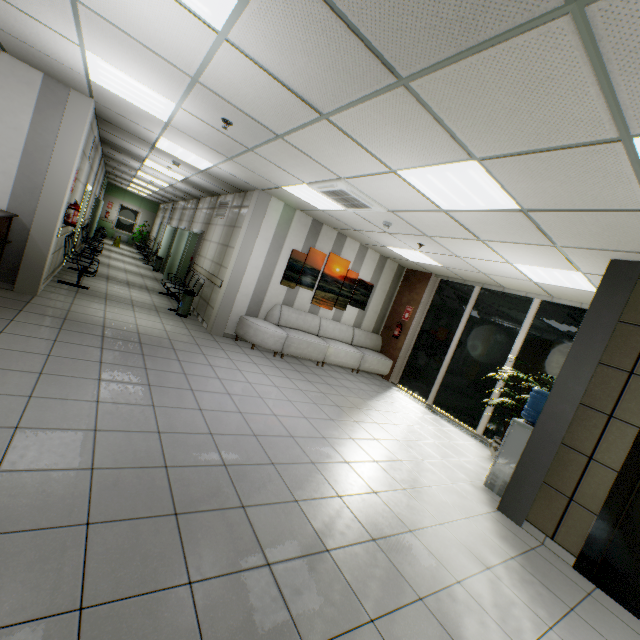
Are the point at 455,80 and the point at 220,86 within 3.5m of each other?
yes

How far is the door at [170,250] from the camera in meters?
11.1 m

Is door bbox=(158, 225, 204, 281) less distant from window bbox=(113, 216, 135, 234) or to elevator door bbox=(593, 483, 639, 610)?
window bbox=(113, 216, 135, 234)

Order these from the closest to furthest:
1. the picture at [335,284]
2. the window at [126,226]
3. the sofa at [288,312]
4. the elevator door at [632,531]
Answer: the elevator door at [632,531] < the sofa at [288,312] < the picture at [335,284] < the window at [126,226]

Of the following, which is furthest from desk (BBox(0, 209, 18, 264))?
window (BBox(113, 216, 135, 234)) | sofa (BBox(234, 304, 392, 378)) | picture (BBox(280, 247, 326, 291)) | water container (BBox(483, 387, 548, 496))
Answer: window (BBox(113, 216, 135, 234))

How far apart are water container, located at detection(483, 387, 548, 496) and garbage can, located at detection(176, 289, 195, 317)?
6.8 meters

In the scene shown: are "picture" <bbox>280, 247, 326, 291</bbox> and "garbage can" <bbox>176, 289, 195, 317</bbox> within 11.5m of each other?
yes

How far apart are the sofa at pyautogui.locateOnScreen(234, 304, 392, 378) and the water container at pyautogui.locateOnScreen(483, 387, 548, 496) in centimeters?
413cm
